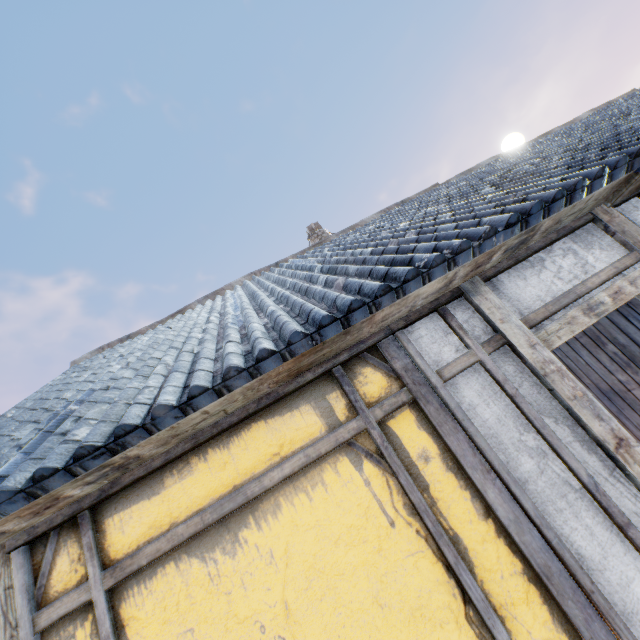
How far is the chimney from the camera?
10.5m

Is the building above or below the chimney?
below

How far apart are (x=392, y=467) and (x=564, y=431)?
1.1m

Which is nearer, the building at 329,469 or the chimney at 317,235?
the building at 329,469

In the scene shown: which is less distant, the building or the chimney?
the building

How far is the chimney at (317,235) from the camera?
10.48m
